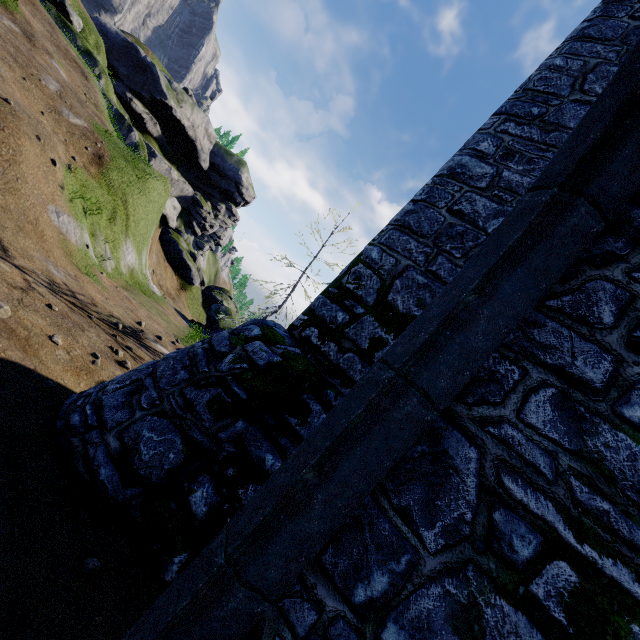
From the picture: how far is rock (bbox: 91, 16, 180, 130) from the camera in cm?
5197

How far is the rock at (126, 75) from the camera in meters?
52.0 m

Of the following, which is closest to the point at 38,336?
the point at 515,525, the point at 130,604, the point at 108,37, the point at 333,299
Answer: the point at 130,604

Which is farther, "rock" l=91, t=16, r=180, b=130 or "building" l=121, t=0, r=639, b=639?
"rock" l=91, t=16, r=180, b=130

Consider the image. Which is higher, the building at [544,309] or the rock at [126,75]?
the rock at [126,75]

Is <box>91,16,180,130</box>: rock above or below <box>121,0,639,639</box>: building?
above
